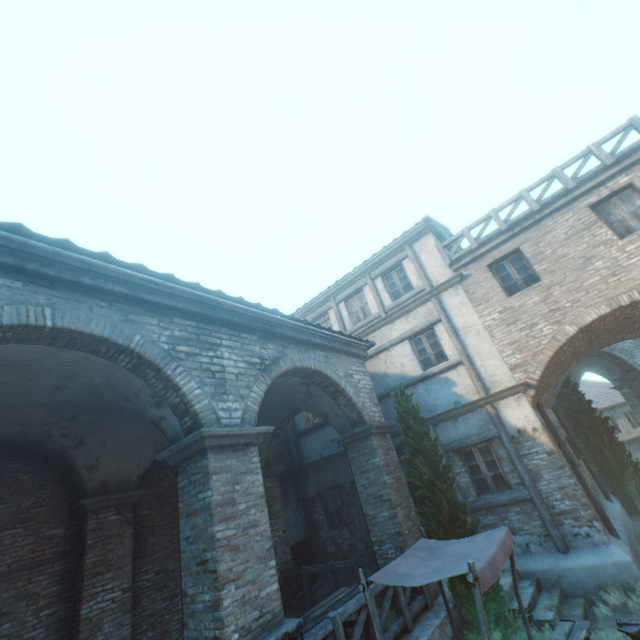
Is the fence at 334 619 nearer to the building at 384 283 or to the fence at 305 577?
the building at 384 283

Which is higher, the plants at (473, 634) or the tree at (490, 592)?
the tree at (490, 592)

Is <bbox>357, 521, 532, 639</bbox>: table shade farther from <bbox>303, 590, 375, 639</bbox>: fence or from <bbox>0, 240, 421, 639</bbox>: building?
<bbox>0, 240, 421, 639</bbox>: building

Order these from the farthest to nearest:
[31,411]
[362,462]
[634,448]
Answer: [634,448] < [362,462] < [31,411]

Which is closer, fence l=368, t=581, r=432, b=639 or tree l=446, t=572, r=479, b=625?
fence l=368, t=581, r=432, b=639

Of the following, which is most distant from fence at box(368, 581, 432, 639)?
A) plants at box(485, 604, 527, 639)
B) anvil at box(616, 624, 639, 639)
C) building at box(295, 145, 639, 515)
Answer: anvil at box(616, 624, 639, 639)

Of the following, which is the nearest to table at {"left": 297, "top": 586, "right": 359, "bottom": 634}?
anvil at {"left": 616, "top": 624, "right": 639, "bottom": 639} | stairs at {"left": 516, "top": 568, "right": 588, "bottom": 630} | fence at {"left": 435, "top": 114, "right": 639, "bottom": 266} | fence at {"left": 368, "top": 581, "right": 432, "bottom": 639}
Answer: fence at {"left": 368, "top": 581, "right": 432, "bottom": 639}

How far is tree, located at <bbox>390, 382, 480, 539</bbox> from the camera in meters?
7.3 m
